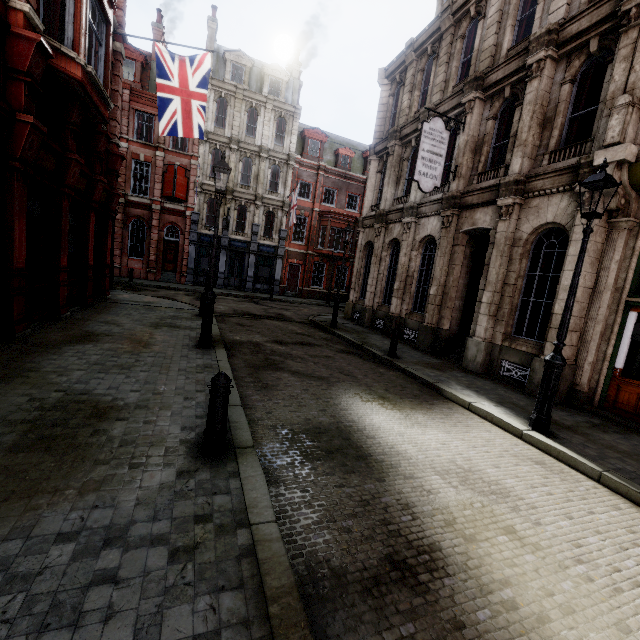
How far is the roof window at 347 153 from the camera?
31.1m

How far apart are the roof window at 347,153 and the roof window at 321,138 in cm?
129

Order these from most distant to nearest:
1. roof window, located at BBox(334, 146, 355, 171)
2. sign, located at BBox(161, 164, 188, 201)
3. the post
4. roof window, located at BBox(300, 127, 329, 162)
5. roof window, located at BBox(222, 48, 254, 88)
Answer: Answer: roof window, located at BBox(334, 146, 355, 171) → roof window, located at BBox(300, 127, 329, 162) → roof window, located at BBox(222, 48, 254, 88) → sign, located at BBox(161, 164, 188, 201) → the post

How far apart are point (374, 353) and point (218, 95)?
26.6 meters

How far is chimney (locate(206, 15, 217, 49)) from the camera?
25.8m

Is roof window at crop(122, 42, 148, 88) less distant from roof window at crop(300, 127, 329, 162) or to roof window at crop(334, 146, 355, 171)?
roof window at crop(300, 127, 329, 162)

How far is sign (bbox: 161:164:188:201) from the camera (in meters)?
24.92

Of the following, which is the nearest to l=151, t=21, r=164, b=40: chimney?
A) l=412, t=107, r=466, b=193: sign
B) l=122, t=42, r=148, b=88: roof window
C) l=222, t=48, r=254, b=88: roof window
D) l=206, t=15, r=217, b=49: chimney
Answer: l=122, t=42, r=148, b=88: roof window
